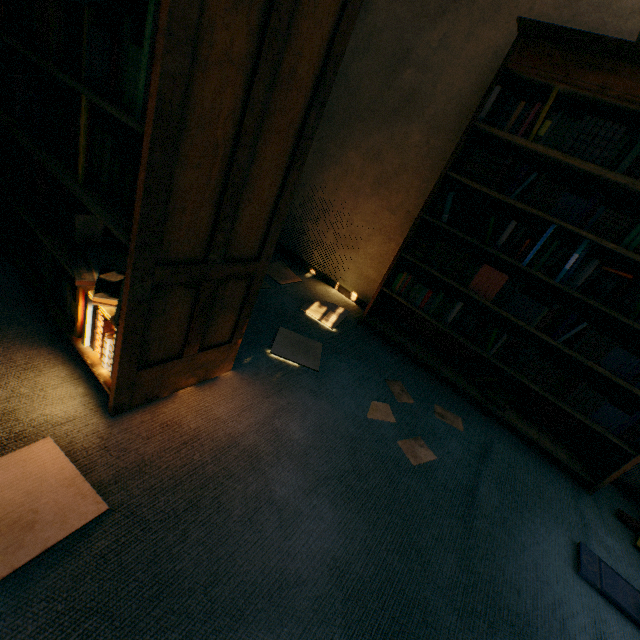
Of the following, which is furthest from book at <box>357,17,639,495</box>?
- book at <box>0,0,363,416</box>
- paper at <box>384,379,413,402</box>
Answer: book at <box>0,0,363,416</box>

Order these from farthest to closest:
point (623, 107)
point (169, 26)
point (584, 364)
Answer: point (584, 364)
point (623, 107)
point (169, 26)

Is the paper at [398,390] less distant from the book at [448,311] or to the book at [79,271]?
the book at [448,311]

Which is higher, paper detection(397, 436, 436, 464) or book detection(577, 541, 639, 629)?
book detection(577, 541, 639, 629)

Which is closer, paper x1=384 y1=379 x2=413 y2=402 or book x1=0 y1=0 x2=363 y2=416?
book x1=0 y1=0 x2=363 y2=416

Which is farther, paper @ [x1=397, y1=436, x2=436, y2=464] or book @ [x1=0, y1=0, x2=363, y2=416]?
paper @ [x1=397, y1=436, x2=436, y2=464]

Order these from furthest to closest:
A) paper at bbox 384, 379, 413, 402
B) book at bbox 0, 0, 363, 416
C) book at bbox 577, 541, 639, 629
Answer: paper at bbox 384, 379, 413, 402 → book at bbox 577, 541, 639, 629 → book at bbox 0, 0, 363, 416

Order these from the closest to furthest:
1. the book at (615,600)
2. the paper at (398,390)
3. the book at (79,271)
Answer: the book at (79,271)
the book at (615,600)
the paper at (398,390)
